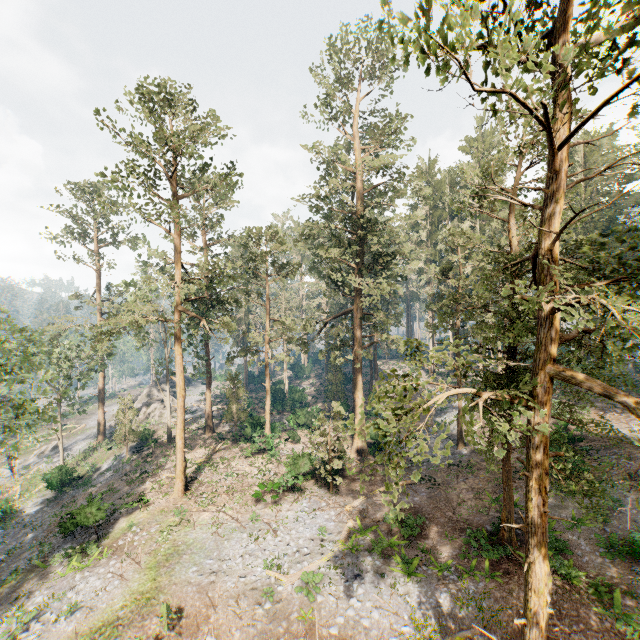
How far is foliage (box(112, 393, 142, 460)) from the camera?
33.9 meters

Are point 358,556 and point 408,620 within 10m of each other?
yes

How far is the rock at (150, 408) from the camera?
43.59m

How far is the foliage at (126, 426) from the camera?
33.9m

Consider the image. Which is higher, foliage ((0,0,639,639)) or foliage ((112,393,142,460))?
foliage ((0,0,639,639))

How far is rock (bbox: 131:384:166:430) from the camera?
43.59m

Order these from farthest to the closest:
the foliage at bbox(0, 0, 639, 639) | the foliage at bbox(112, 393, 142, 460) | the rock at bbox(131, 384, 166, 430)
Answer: the rock at bbox(131, 384, 166, 430) → the foliage at bbox(112, 393, 142, 460) → the foliage at bbox(0, 0, 639, 639)

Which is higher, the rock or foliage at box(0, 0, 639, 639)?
foliage at box(0, 0, 639, 639)
